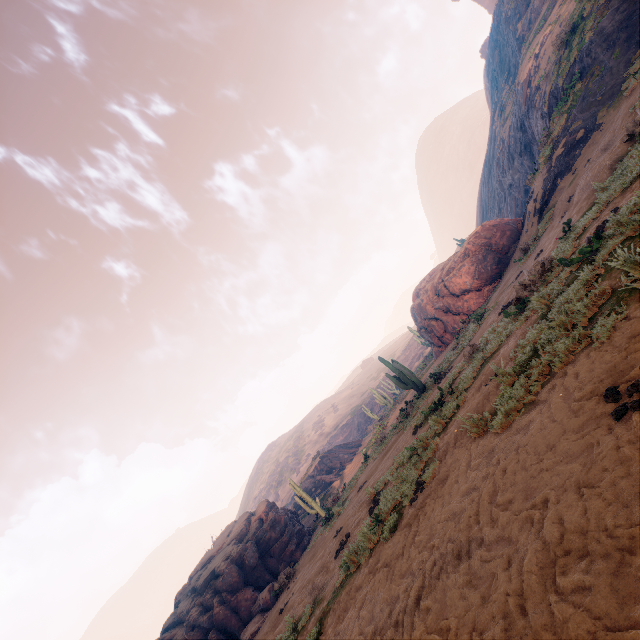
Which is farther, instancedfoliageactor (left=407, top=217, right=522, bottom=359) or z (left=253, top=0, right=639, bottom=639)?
instancedfoliageactor (left=407, top=217, right=522, bottom=359)

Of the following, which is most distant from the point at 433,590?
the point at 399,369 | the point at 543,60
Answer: the point at 543,60

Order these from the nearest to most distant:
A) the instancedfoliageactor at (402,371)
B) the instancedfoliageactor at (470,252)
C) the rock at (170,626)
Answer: the rock at (170,626)
the instancedfoliageactor at (402,371)
the instancedfoliageactor at (470,252)

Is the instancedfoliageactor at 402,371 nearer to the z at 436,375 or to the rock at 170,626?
the z at 436,375

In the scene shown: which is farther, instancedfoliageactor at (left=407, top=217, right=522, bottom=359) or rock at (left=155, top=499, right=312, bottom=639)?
instancedfoliageactor at (left=407, top=217, right=522, bottom=359)

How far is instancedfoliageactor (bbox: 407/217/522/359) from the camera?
20.8m
